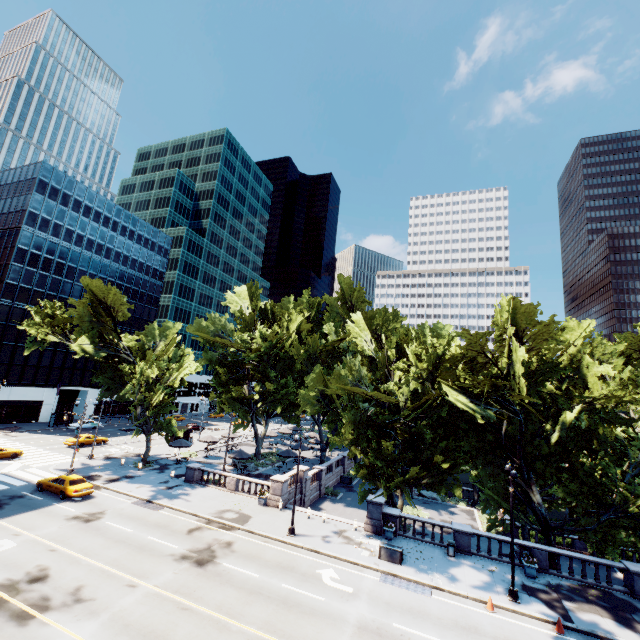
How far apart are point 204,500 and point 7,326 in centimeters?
4960cm

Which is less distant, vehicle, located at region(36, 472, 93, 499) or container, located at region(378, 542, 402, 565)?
container, located at region(378, 542, 402, 565)

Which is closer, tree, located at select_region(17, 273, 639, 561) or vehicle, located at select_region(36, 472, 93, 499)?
tree, located at select_region(17, 273, 639, 561)

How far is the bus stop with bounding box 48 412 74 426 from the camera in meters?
53.8 m

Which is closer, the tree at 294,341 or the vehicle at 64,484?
the tree at 294,341

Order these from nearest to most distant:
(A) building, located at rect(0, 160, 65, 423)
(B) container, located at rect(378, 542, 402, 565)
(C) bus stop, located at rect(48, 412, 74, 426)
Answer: (B) container, located at rect(378, 542, 402, 565), (A) building, located at rect(0, 160, 65, 423), (C) bus stop, located at rect(48, 412, 74, 426)

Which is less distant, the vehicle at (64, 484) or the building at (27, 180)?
the vehicle at (64, 484)

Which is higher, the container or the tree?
the tree
